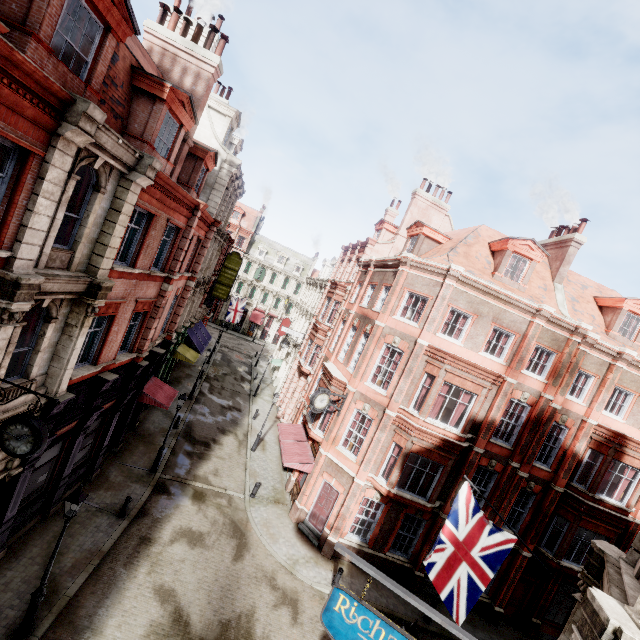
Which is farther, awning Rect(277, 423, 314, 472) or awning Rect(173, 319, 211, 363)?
awning Rect(173, 319, 211, 363)

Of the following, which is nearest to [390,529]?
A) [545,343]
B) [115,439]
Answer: [545,343]

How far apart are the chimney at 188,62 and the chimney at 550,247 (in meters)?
21.04

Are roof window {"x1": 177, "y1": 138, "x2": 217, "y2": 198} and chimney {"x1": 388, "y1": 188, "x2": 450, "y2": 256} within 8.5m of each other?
no

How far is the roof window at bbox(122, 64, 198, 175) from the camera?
10.70m

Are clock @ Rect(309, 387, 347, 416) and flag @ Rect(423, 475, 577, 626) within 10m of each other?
yes

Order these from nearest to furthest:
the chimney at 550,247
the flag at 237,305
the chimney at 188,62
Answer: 1. the chimney at 188,62
2. the chimney at 550,247
3. the flag at 237,305

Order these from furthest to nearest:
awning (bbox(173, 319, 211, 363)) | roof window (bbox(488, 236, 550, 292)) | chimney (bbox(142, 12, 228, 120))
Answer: awning (bbox(173, 319, 211, 363)) < roof window (bbox(488, 236, 550, 292)) < chimney (bbox(142, 12, 228, 120))
